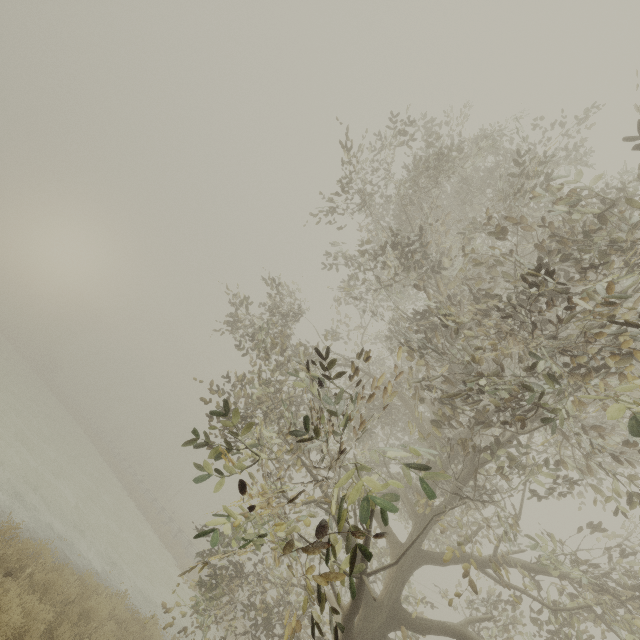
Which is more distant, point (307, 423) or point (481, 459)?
point (481, 459)
